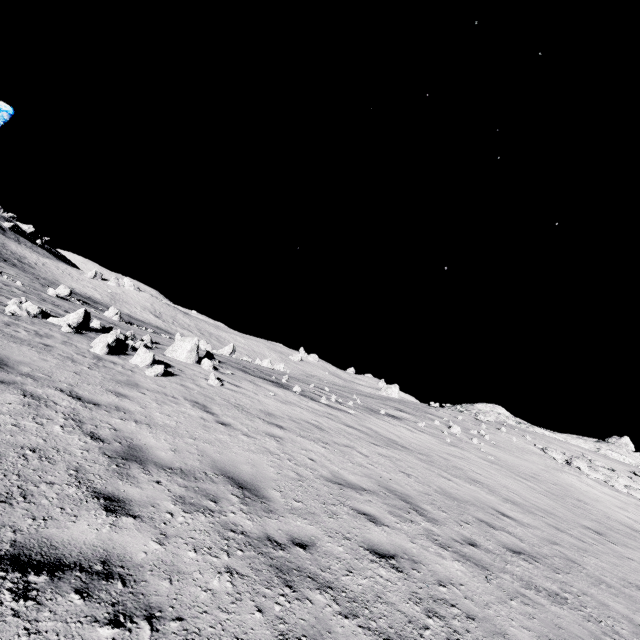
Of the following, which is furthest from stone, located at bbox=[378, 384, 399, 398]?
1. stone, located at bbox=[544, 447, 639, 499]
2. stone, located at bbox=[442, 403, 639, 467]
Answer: stone, located at bbox=[544, 447, 639, 499]

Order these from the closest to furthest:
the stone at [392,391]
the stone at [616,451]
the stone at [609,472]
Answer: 1. the stone at [609,472]
2. the stone at [616,451]
3. the stone at [392,391]

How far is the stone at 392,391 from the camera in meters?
46.2

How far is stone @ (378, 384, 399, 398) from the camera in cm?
4622

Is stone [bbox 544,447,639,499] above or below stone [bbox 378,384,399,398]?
below

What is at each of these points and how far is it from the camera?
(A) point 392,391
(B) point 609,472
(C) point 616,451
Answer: (A) stone, 46.5m
(B) stone, 22.8m
(C) stone, 33.6m

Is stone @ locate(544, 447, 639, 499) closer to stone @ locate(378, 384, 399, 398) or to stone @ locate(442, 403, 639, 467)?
stone @ locate(442, 403, 639, 467)

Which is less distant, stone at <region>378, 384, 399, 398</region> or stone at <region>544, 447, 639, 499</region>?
stone at <region>544, 447, 639, 499</region>
